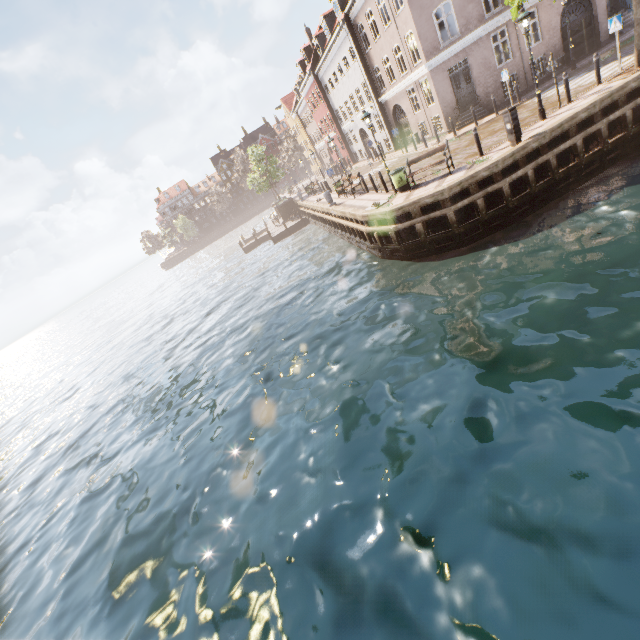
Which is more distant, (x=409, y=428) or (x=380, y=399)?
(x=380, y=399)

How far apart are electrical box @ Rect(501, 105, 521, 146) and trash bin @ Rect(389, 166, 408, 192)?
4.0m

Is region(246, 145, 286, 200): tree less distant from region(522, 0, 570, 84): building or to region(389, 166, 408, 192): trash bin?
region(522, 0, 570, 84): building

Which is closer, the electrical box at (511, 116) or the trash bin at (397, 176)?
the electrical box at (511, 116)

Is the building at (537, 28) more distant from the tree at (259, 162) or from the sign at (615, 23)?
the sign at (615, 23)

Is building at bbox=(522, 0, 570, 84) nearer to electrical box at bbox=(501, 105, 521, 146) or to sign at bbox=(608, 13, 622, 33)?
sign at bbox=(608, 13, 622, 33)

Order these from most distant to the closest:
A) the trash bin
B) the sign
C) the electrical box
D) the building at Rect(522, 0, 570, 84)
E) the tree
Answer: the tree → the building at Rect(522, 0, 570, 84) → the trash bin → the sign → the electrical box

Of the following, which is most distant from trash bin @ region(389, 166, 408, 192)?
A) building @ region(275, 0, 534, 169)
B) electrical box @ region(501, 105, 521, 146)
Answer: building @ region(275, 0, 534, 169)
